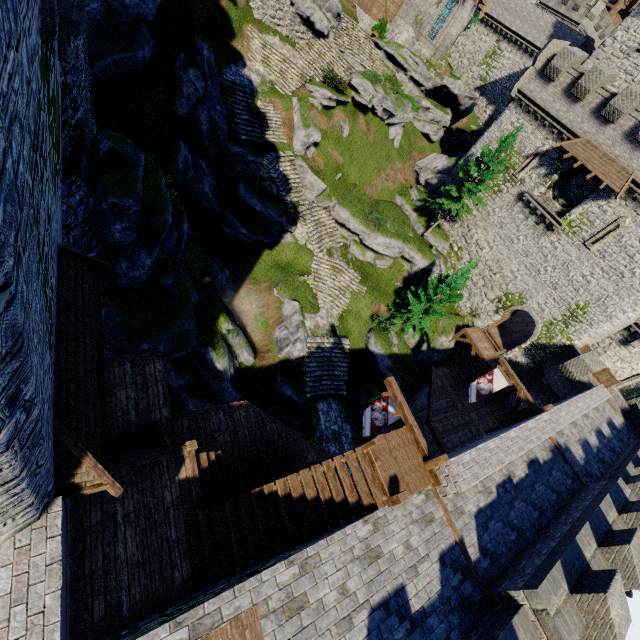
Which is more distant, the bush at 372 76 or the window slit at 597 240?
the bush at 372 76

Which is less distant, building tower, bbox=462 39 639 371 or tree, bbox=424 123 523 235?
building tower, bbox=462 39 639 371

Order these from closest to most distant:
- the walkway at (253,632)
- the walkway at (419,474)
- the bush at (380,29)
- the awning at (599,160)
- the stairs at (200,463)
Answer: the walkway at (253,632)
the stairs at (200,463)
the walkway at (419,474)
the awning at (599,160)
the bush at (380,29)

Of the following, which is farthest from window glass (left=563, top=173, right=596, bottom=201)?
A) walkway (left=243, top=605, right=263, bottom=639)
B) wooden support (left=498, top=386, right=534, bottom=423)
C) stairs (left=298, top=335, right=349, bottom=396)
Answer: walkway (left=243, top=605, right=263, bottom=639)

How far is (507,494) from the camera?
12.69m

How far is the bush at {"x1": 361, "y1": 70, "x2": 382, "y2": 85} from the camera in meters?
27.2

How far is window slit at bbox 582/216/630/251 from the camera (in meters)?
21.98

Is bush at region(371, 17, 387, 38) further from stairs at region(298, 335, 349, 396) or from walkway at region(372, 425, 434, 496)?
walkway at region(372, 425, 434, 496)
